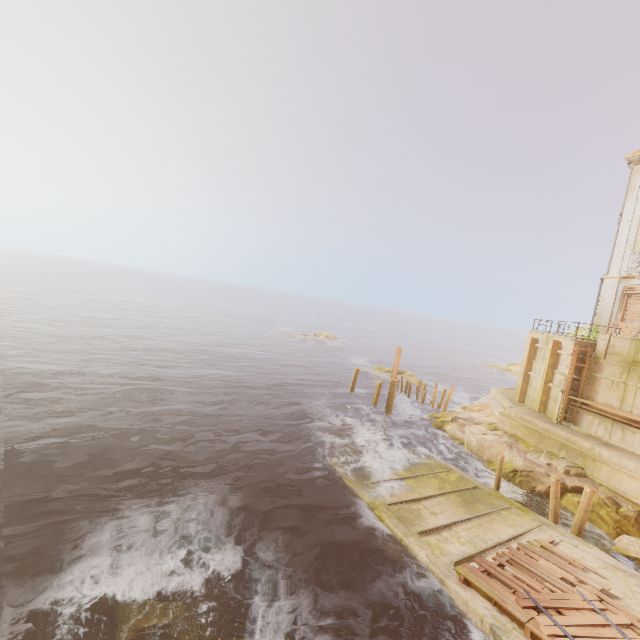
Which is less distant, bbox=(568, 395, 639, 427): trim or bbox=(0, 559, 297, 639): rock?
bbox=(0, 559, 297, 639): rock

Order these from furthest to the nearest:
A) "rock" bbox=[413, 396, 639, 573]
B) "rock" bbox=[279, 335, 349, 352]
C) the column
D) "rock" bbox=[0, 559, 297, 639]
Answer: "rock" bbox=[279, 335, 349, 352]
the column
"rock" bbox=[413, 396, 639, 573]
"rock" bbox=[0, 559, 297, 639]

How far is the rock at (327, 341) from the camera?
55.6 meters

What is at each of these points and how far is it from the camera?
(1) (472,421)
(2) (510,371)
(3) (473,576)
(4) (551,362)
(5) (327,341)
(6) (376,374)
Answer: (1) rock, 22.5 meters
(2) rock, 57.2 meters
(3) wood, 9.8 meters
(4) beam, 20.5 meters
(5) rock, 59.8 meters
(6) rock, 37.6 meters

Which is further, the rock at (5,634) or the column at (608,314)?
the column at (608,314)

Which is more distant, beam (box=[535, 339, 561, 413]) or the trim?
beam (box=[535, 339, 561, 413])

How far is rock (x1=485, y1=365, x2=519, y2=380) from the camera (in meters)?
55.81

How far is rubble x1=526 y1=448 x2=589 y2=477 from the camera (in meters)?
15.98
